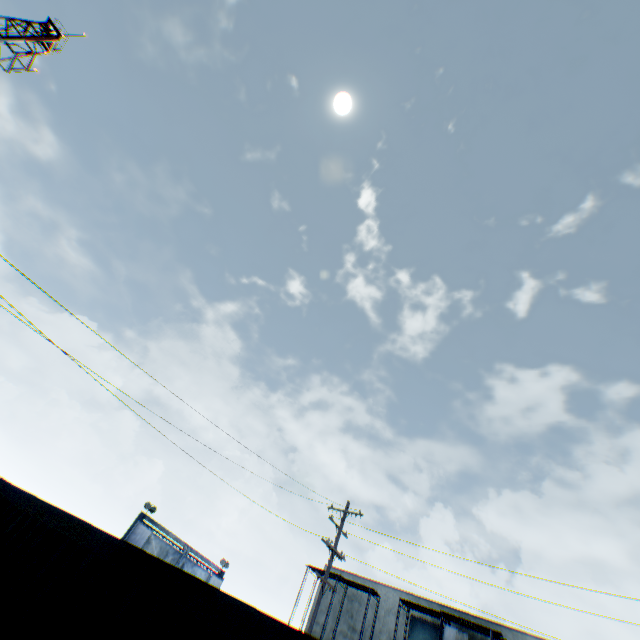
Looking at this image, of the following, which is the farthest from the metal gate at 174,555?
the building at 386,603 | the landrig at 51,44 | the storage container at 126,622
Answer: the landrig at 51,44

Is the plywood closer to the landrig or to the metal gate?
the metal gate

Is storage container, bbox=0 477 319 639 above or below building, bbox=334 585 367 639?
below

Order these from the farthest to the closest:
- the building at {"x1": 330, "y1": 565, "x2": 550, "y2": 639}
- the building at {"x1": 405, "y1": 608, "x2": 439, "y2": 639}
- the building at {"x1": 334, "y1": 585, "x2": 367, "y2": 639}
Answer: the building at {"x1": 334, "y1": 585, "x2": 367, "y2": 639} < the building at {"x1": 405, "y1": 608, "x2": 439, "y2": 639} < the building at {"x1": 330, "y1": 565, "x2": 550, "y2": 639}

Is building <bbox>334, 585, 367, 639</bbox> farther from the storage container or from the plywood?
the storage container

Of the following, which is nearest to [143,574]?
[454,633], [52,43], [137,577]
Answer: [137,577]

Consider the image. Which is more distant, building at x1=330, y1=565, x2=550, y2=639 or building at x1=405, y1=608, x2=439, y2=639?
building at x1=405, y1=608, x2=439, y2=639

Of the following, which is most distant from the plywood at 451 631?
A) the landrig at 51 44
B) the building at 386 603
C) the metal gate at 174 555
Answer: the landrig at 51 44
